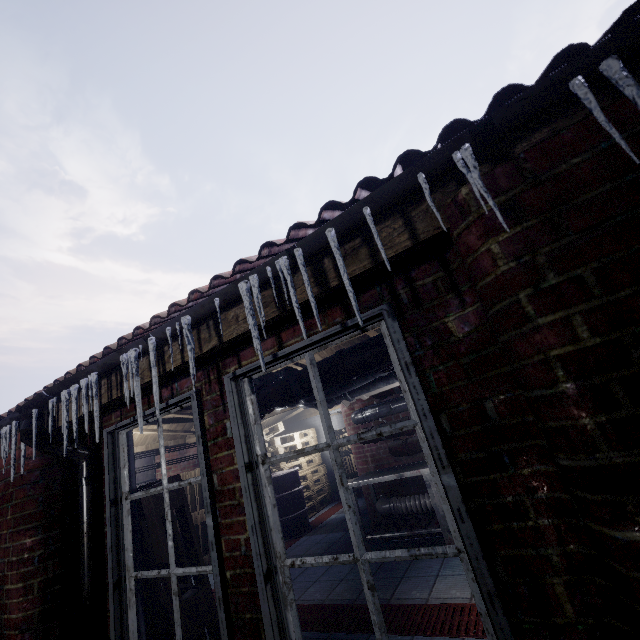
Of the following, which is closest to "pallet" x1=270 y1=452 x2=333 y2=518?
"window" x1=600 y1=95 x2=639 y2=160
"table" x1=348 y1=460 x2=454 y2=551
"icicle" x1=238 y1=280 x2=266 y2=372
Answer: "table" x1=348 y1=460 x2=454 y2=551

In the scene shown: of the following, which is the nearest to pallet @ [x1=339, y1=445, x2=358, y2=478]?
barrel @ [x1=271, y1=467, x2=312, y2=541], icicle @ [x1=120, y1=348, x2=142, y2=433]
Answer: barrel @ [x1=271, y1=467, x2=312, y2=541]

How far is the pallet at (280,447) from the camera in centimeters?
671cm

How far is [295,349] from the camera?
1.4m

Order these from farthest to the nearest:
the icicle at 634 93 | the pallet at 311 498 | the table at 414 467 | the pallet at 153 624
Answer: the pallet at 311 498 → the table at 414 467 → the pallet at 153 624 → the icicle at 634 93

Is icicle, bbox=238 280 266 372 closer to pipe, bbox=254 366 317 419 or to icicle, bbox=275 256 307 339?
icicle, bbox=275 256 307 339

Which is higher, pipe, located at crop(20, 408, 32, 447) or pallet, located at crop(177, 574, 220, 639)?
pipe, located at crop(20, 408, 32, 447)

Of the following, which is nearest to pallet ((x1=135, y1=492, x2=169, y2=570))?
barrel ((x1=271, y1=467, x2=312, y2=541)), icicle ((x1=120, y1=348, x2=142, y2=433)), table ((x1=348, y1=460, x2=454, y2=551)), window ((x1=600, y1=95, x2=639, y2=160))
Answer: window ((x1=600, y1=95, x2=639, y2=160))
